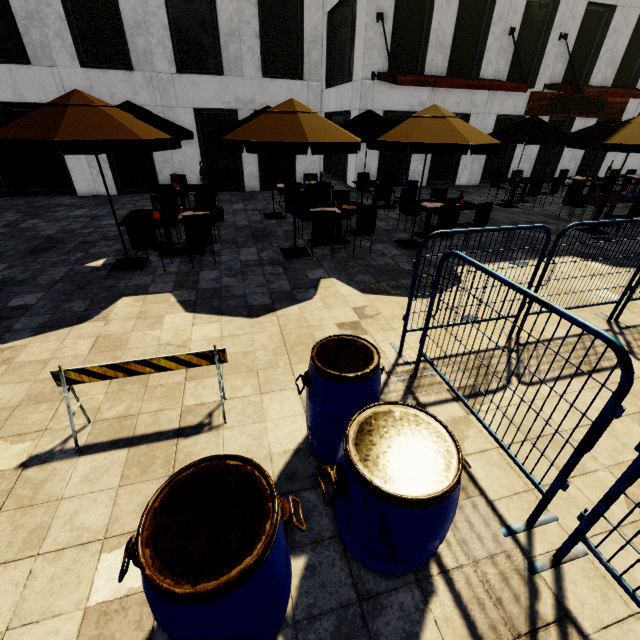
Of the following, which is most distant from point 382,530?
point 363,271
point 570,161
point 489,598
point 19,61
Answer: point 570,161

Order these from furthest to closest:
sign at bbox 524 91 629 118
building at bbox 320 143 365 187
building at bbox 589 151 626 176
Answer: building at bbox 589 151 626 176
sign at bbox 524 91 629 118
building at bbox 320 143 365 187

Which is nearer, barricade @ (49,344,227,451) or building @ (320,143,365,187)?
barricade @ (49,344,227,451)

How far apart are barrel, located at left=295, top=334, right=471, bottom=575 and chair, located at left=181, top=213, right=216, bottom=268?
5.3 meters

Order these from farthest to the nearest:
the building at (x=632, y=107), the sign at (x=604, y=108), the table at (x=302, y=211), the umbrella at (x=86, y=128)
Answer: the building at (x=632, y=107), the sign at (x=604, y=108), the table at (x=302, y=211), the umbrella at (x=86, y=128)

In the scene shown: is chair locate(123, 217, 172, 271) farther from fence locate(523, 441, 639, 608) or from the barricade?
fence locate(523, 441, 639, 608)

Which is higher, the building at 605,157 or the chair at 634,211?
the building at 605,157

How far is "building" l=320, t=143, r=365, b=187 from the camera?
14.1m
